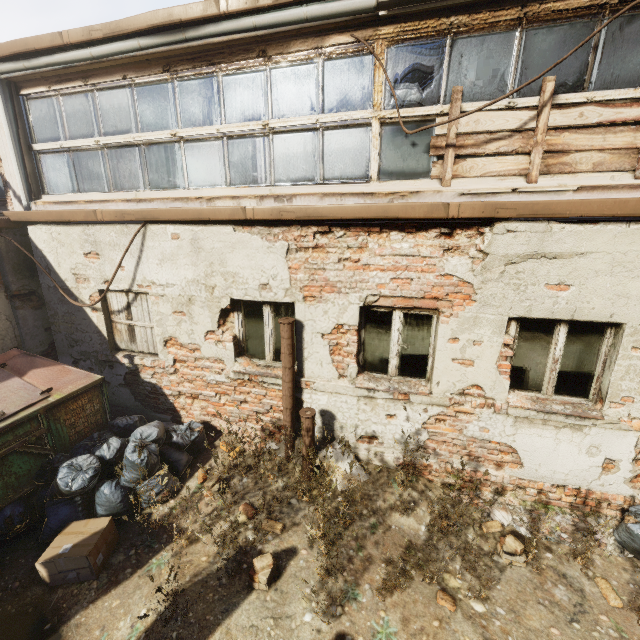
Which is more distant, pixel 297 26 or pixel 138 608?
pixel 297 26

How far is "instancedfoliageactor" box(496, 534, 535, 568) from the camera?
3.6m

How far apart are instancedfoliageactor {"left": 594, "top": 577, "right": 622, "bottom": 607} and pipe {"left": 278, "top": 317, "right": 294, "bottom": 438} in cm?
377

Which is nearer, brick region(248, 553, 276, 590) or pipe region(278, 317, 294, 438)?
brick region(248, 553, 276, 590)

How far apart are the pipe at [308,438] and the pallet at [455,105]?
3.4 meters

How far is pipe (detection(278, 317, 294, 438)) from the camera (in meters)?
4.39

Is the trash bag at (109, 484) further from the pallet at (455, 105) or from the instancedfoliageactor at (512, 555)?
the pallet at (455, 105)

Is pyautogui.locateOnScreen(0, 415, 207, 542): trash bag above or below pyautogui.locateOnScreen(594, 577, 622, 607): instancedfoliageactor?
above
